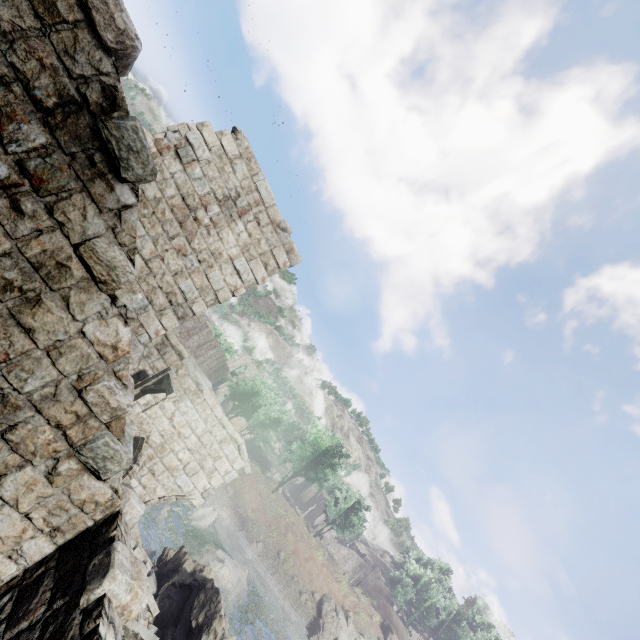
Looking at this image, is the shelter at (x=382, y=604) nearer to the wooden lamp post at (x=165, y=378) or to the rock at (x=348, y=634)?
the rock at (x=348, y=634)

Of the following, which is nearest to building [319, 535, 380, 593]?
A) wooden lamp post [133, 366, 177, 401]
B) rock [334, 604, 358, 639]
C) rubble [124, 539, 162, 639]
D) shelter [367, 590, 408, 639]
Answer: shelter [367, 590, 408, 639]

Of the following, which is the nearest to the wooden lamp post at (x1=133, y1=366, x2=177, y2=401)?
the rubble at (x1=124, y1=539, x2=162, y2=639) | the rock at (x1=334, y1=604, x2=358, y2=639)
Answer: the rubble at (x1=124, y1=539, x2=162, y2=639)

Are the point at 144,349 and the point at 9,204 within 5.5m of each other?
yes

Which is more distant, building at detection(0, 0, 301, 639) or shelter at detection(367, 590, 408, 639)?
shelter at detection(367, 590, 408, 639)

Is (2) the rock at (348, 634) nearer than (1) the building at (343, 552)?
Yes

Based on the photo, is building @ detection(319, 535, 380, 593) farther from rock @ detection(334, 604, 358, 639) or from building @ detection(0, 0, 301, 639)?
rock @ detection(334, 604, 358, 639)
